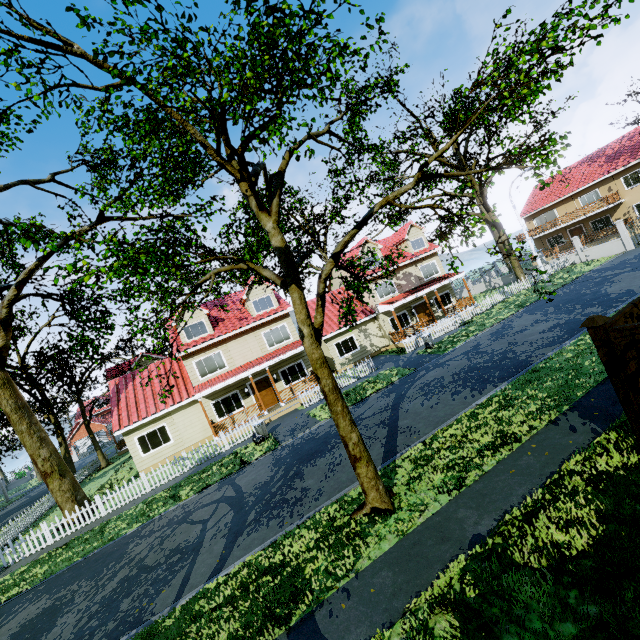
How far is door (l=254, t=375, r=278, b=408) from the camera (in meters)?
22.61

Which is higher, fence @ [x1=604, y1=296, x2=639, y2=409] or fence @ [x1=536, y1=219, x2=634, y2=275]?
fence @ [x1=604, y1=296, x2=639, y2=409]

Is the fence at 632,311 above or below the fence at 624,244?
above

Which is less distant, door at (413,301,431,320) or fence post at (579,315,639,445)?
Result: fence post at (579,315,639,445)

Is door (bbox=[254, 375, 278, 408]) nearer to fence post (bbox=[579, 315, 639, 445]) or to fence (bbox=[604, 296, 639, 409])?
fence (bbox=[604, 296, 639, 409])

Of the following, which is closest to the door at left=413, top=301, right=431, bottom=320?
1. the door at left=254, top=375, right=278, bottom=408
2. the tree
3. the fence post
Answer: the tree

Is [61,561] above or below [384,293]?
below
